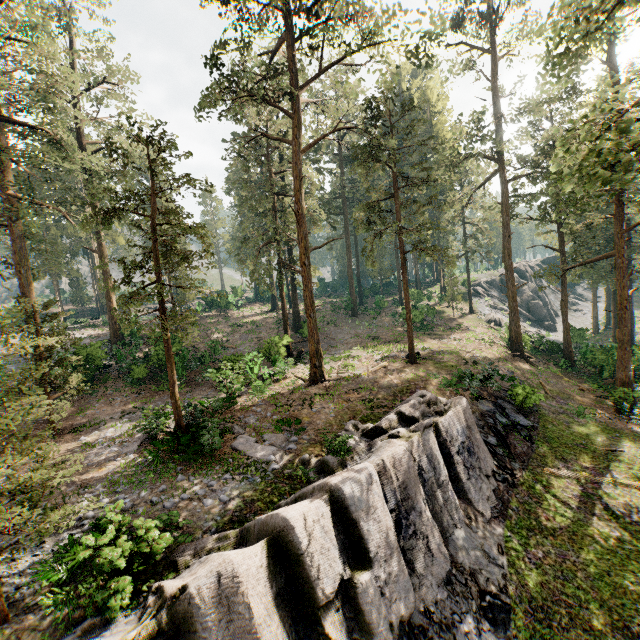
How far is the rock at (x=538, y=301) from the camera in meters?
Answer: 48.5

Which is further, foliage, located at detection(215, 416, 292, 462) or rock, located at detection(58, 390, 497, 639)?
foliage, located at detection(215, 416, 292, 462)

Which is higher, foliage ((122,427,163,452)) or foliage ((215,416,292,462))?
foliage ((122,427,163,452))

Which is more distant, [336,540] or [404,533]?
[404,533]

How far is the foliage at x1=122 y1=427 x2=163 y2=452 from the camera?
14.3 meters

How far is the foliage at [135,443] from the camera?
14.32m
